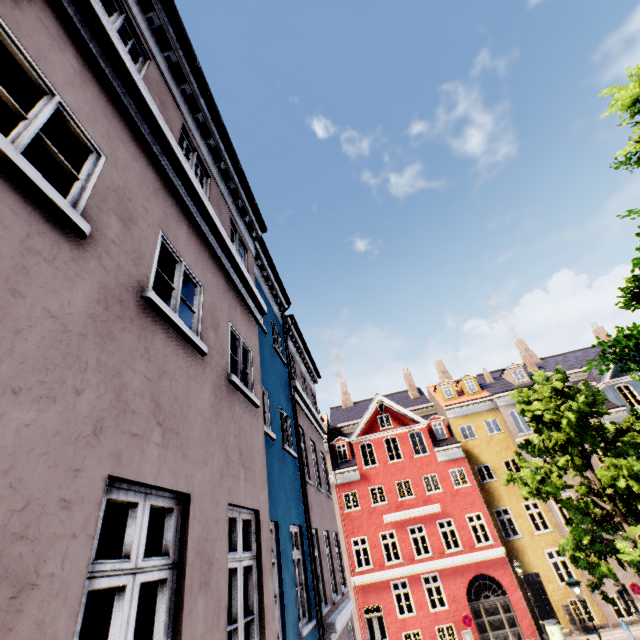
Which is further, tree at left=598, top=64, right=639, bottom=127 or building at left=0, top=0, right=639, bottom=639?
tree at left=598, top=64, right=639, bottom=127

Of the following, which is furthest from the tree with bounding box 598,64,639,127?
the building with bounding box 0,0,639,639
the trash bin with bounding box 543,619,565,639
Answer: the trash bin with bounding box 543,619,565,639

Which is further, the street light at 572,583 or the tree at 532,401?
the tree at 532,401

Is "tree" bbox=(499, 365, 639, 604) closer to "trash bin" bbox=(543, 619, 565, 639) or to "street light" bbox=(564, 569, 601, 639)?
"street light" bbox=(564, 569, 601, 639)

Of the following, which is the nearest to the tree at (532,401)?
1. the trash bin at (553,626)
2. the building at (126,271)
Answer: the building at (126,271)

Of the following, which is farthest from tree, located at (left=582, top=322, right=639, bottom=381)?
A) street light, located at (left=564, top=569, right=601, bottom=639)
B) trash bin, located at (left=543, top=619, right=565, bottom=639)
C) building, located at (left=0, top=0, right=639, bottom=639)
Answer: trash bin, located at (left=543, top=619, right=565, bottom=639)

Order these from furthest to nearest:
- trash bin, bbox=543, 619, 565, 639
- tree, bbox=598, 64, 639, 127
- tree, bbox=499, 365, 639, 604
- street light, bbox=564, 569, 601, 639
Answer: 1. trash bin, bbox=543, 619, 565, 639
2. tree, bbox=499, 365, 639, 604
3. street light, bbox=564, 569, 601, 639
4. tree, bbox=598, 64, 639, 127

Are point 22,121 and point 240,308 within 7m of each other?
yes
